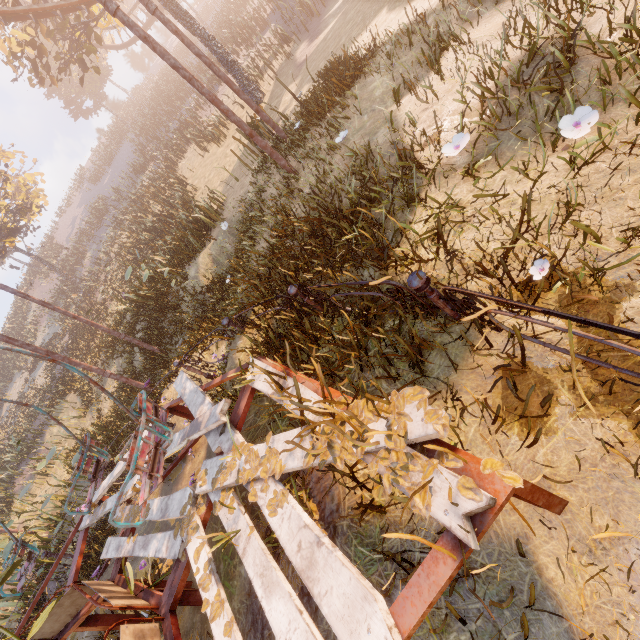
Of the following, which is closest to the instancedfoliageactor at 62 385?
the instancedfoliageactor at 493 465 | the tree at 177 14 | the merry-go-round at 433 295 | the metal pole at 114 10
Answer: the merry-go-round at 433 295

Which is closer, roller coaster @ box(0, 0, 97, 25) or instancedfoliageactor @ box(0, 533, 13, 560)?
instancedfoliageactor @ box(0, 533, 13, 560)

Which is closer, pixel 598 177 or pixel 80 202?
pixel 598 177

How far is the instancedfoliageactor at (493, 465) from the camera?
1.5 meters

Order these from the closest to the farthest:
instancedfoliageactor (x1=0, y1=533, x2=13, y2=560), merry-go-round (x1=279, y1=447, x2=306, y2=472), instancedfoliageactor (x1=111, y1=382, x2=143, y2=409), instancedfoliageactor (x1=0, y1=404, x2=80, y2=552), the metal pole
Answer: merry-go-round (x1=279, y1=447, x2=306, y2=472)
the metal pole
instancedfoliageactor (x1=0, y1=533, x2=13, y2=560)
instancedfoliageactor (x1=0, y1=404, x2=80, y2=552)
instancedfoliageactor (x1=111, y1=382, x2=143, y2=409)

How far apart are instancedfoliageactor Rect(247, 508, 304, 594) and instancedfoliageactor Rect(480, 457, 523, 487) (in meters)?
1.97

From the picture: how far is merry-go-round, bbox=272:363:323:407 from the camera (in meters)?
2.82

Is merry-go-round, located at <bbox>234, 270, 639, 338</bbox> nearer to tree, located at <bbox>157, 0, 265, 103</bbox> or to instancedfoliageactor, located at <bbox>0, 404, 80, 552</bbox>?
instancedfoliageactor, located at <bbox>0, 404, 80, 552</bbox>
